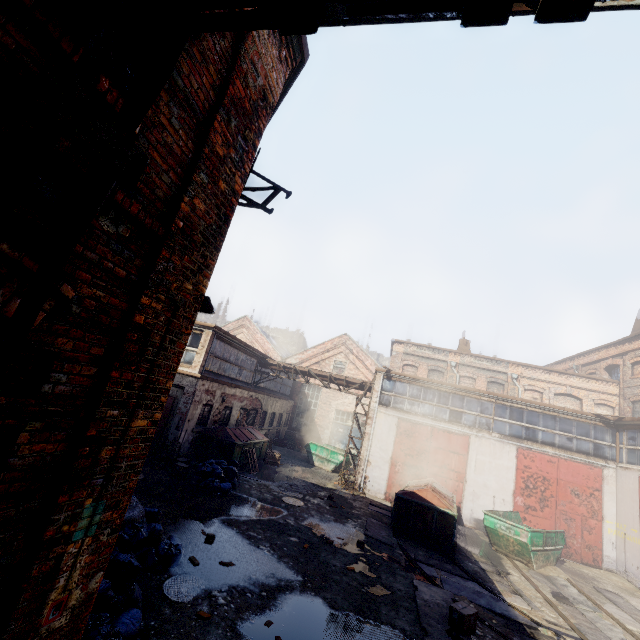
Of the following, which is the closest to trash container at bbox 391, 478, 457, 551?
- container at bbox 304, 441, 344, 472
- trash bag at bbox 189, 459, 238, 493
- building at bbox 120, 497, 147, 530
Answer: container at bbox 304, 441, 344, 472

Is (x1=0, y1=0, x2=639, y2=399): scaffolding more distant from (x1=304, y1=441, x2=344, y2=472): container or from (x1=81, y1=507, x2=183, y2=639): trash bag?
(x1=304, y1=441, x2=344, y2=472): container

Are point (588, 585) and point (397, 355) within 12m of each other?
no

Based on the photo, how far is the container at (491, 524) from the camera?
11.8m

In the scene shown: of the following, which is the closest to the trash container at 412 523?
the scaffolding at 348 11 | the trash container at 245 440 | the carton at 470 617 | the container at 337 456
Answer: the carton at 470 617

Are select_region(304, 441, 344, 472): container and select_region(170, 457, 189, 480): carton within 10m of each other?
no

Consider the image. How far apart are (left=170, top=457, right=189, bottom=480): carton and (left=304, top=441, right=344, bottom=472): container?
11.0m

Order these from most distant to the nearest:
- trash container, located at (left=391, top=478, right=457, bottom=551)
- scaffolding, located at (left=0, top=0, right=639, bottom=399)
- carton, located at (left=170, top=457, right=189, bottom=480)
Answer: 1. carton, located at (left=170, top=457, right=189, bottom=480)
2. trash container, located at (left=391, top=478, right=457, bottom=551)
3. scaffolding, located at (left=0, top=0, right=639, bottom=399)
